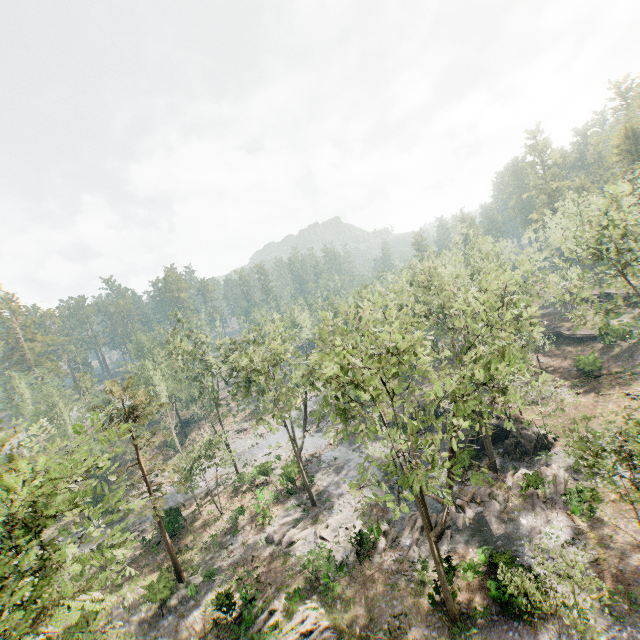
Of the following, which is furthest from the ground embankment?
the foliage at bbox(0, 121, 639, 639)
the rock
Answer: the rock

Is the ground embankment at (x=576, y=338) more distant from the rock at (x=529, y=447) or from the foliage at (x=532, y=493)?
the rock at (x=529, y=447)

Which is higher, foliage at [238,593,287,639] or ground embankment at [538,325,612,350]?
ground embankment at [538,325,612,350]

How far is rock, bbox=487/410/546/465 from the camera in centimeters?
2897cm

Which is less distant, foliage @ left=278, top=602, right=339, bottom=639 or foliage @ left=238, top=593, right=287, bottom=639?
foliage @ left=278, top=602, right=339, bottom=639

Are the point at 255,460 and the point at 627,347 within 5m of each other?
no

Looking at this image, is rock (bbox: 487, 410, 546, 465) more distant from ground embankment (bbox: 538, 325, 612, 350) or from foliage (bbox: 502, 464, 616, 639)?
ground embankment (bbox: 538, 325, 612, 350)
